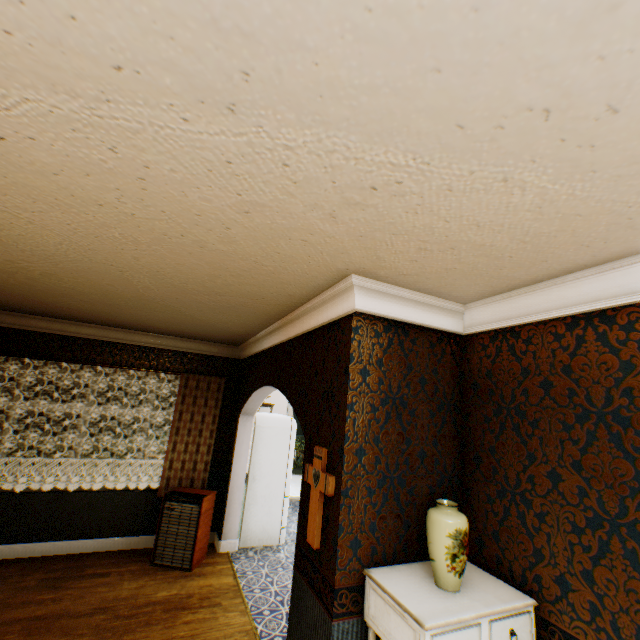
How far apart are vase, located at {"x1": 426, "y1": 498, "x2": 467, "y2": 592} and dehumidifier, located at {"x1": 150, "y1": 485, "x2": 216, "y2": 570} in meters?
3.6 m

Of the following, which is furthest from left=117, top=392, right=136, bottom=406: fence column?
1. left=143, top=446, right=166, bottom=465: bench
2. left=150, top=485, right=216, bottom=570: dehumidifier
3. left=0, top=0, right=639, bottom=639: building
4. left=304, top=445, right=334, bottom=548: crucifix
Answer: left=304, top=445, right=334, bottom=548: crucifix

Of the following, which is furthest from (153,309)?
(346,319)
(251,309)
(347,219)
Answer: (347,219)

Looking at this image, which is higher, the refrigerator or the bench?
the refrigerator

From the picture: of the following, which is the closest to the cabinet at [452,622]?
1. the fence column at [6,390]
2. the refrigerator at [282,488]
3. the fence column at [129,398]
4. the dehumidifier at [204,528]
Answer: the dehumidifier at [204,528]

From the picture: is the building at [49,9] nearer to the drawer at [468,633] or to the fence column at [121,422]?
the drawer at [468,633]

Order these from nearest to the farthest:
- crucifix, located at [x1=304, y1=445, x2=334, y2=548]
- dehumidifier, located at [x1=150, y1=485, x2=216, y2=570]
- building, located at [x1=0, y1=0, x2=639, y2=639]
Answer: building, located at [x1=0, y1=0, x2=639, y2=639] → crucifix, located at [x1=304, y1=445, x2=334, y2=548] → dehumidifier, located at [x1=150, y1=485, x2=216, y2=570]

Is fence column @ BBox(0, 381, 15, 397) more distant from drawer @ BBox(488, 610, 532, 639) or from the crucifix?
drawer @ BBox(488, 610, 532, 639)
